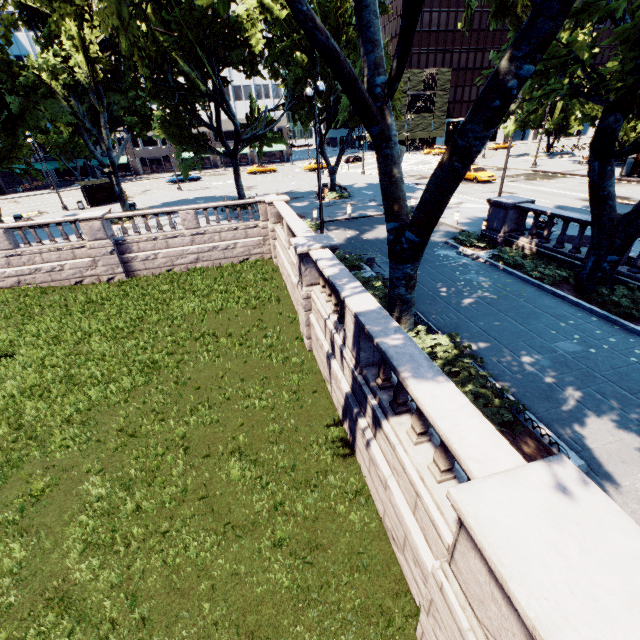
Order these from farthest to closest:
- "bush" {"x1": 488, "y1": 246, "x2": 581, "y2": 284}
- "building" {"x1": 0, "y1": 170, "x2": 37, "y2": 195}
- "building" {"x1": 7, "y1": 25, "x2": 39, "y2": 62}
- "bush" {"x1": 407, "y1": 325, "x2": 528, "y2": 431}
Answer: "building" {"x1": 7, "y1": 25, "x2": 39, "y2": 62} → "building" {"x1": 0, "y1": 170, "x2": 37, "y2": 195} → "bush" {"x1": 488, "y1": 246, "x2": 581, "y2": 284} → "bush" {"x1": 407, "y1": 325, "x2": 528, "y2": 431}

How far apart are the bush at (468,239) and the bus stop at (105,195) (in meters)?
35.99

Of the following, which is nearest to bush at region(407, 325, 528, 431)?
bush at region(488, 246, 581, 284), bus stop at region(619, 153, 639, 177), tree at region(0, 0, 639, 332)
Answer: tree at region(0, 0, 639, 332)

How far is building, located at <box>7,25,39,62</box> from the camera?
53.4m

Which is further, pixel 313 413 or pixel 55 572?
pixel 313 413

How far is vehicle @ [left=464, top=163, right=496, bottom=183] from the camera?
32.0 meters

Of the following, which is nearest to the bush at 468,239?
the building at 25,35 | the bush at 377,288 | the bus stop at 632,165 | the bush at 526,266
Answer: the bush at 526,266

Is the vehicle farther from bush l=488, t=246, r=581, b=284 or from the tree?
bush l=488, t=246, r=581, b=284
